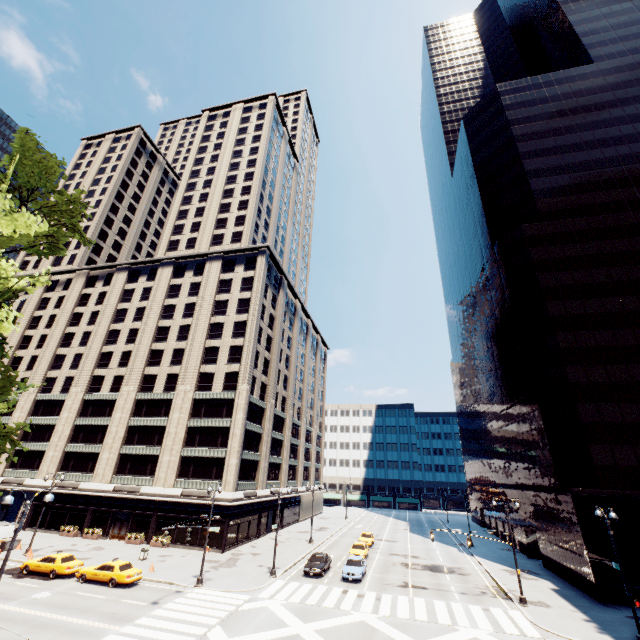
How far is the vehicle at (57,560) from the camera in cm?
2550

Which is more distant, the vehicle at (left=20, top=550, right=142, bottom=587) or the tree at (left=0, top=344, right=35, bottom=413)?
the vehicle at (left=20, top=550, right=142, bottom=587)

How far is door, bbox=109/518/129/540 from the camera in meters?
40.6

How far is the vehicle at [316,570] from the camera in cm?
3009

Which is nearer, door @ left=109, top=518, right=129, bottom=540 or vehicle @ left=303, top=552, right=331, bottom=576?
vehicle @ left=303, top=552, right=331, bottom=576

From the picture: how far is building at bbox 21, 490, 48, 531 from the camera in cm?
4359

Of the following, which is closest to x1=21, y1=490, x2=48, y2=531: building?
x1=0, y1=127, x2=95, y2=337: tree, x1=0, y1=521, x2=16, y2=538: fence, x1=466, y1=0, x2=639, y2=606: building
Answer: x1=0, y1=521, x2=16, y2=538: fence

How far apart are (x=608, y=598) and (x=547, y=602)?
5.40m
